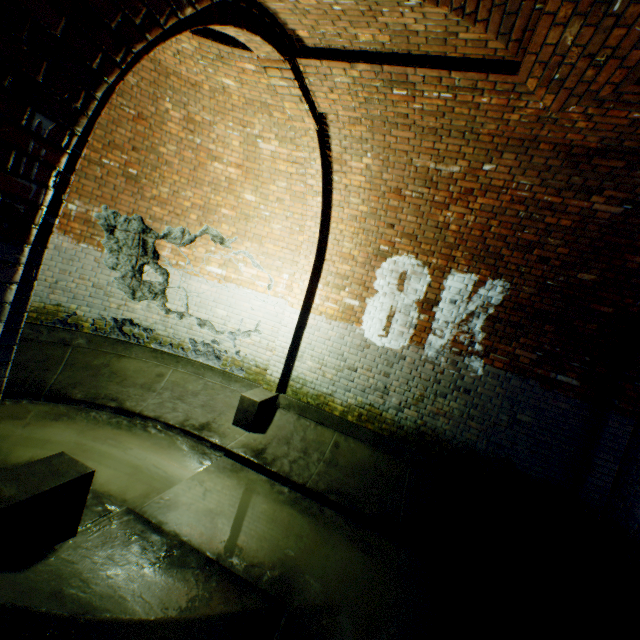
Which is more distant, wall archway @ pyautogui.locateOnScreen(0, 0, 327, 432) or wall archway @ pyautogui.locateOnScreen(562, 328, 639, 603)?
wall archway @ pyautogui.locateOnScreen(562, 328, 639, 603)

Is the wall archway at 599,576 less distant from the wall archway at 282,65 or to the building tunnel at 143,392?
the building tunnel at 143,392

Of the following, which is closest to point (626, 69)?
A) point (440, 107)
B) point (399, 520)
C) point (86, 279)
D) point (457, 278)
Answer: point (440, 107)

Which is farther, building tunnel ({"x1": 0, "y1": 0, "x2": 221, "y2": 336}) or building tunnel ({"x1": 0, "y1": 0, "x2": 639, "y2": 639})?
building tunnel ({"x1": 0, "y1": 0, "x2": 639, "y2": 639})

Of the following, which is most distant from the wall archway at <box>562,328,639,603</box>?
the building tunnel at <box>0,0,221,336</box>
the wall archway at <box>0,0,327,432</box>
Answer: the wall archway at <box>0,0,327,432</box>

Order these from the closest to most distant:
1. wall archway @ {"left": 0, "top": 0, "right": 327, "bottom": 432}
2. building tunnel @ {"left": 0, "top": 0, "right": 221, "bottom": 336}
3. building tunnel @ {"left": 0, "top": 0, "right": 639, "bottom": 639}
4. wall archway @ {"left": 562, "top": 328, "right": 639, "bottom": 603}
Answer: building tunnel @ {"left": 0, "top": 0, "right": 221, "bottom": 336} < wall archway @ {"left": 0, "top": 0, "right": 327, "bottom": 432} < building tunnel @ {"left": 0, "top": 0, "right": 639, "bottom": 639} < wall archway @ {"left": 562, "top": 328, "right": 639, "bottom": 603}

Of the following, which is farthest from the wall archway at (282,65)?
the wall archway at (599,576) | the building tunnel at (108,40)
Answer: the wall archway at (599,576)

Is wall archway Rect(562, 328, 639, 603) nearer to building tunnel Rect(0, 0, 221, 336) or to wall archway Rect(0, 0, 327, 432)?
building tunnel Rect(0, 0, 221, 336)
